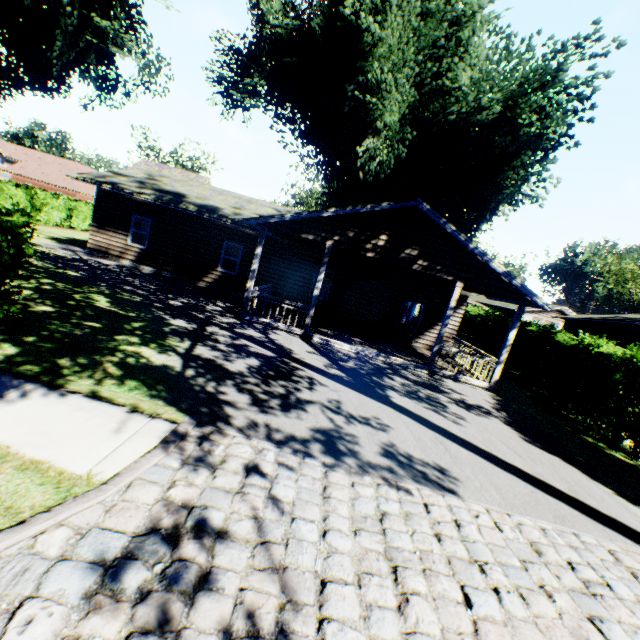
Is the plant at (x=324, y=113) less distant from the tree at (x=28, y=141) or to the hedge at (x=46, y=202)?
the tree at (x=28, y=141)

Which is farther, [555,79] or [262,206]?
[262,206]

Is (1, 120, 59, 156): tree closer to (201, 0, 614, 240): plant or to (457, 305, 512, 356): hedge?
(457, 305, 512, 356): hedge

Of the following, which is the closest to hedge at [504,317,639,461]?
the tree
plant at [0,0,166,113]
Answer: the tree

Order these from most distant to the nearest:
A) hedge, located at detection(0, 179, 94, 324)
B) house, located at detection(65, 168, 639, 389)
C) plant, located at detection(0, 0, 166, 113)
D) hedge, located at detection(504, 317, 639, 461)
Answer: plant, located at detection(0, 0, 166, 113) < house, located at detection(65, 168, 639, 389) < hedge, located at detection(504, 317, 639, 461) < hedge, located at detection(0, 179, 94, 324)

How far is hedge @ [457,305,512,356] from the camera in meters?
22.0

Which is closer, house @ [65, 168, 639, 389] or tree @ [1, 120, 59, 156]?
house @ [65, 168, 639, 389]

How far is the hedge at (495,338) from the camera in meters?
22.0 m
